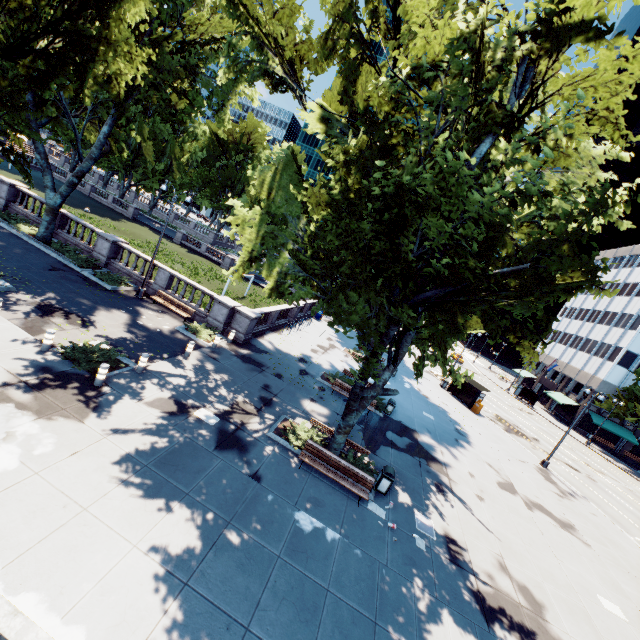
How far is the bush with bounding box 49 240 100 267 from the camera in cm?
2106

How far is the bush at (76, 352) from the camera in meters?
11.9

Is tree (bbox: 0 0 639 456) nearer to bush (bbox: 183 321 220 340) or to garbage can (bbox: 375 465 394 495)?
garbage can (bbox: 375 465 394 495)

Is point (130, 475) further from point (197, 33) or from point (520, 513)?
point (197, 33)

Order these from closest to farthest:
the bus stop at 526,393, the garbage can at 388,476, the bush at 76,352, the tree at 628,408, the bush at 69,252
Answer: the bush at 76,352, the garbage can at 388,476, the bush at 69,252, the tree at 628,408, the bus stop at 526,393

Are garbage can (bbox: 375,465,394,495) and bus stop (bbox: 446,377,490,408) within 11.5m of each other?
no

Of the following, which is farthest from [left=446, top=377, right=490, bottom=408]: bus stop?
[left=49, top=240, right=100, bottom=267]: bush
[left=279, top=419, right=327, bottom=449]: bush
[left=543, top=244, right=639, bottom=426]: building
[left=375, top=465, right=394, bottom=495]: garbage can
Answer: [left=49, top=240, right=100, bottom=267]: bush

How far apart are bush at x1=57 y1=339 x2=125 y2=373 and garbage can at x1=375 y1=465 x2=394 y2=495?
11.2m
